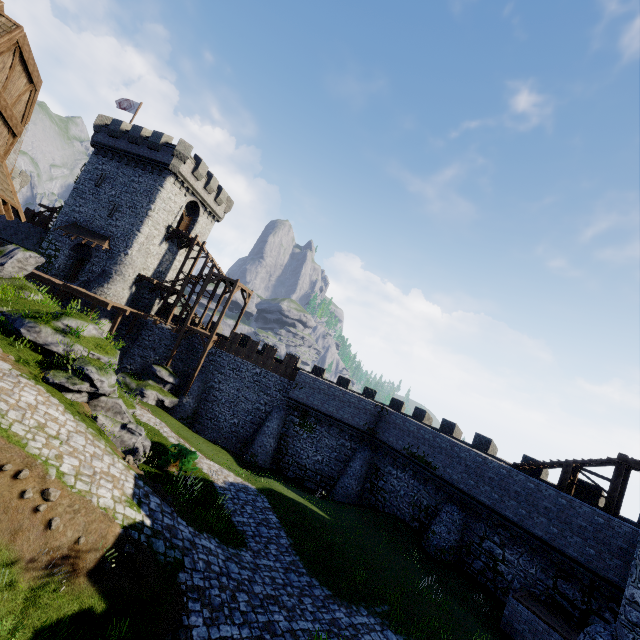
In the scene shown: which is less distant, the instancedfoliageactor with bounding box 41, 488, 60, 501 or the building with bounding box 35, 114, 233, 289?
the instancedfoliageactor with bounding box 41, 488, 60, 501

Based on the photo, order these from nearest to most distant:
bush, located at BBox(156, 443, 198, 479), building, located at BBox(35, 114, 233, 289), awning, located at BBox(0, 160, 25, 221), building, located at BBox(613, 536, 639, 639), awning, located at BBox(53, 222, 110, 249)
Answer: awning, located at BBox(0, 160, 25, 221)
building, located at BBox(613, 536, 639, 639)
bush, located at BBox(156, 443, 198, 479)
awning, located at BBox(53, 222, 110, 249)
building, located at BBox(35, 114, 233, 289)

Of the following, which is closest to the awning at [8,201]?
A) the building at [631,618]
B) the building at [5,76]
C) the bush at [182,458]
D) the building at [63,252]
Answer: the building at [5,76]

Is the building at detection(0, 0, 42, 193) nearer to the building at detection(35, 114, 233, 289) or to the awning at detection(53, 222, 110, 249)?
the awning at detection(53, 222, 110, 249)

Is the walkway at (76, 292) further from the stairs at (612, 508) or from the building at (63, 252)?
the stairs at (612, 508)

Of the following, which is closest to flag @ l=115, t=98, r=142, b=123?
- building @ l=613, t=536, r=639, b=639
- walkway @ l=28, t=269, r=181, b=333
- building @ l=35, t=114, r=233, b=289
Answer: building @ l=35, t=114, r=233, b=289

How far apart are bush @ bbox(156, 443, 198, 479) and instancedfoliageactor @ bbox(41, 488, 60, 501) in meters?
7.5 m

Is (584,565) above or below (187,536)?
above
